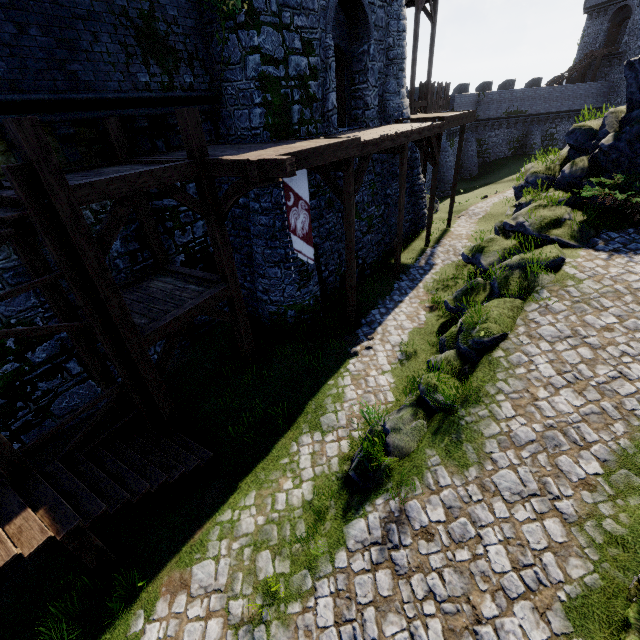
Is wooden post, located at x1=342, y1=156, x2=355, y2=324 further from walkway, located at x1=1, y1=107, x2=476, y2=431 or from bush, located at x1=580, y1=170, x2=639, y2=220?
bush, located at x1=580, y1=170, x2=639, y2=220

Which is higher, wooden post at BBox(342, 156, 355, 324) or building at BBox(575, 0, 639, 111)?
building at BBox(575, 0, 639, 111)

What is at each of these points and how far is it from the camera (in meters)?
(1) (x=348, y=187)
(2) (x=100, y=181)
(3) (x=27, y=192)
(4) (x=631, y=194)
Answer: (1) wooden post, 9.38
(2) walkway, 5.57
(3) stairs, 4.93
(4) bush, 10.29

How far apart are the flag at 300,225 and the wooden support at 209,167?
0.8m

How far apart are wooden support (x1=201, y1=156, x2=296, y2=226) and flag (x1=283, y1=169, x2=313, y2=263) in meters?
0.8 m

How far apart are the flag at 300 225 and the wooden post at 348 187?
1.5m

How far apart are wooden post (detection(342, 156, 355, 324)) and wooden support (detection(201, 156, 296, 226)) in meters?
3.2

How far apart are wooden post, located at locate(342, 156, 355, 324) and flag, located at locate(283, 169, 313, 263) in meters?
1.5
